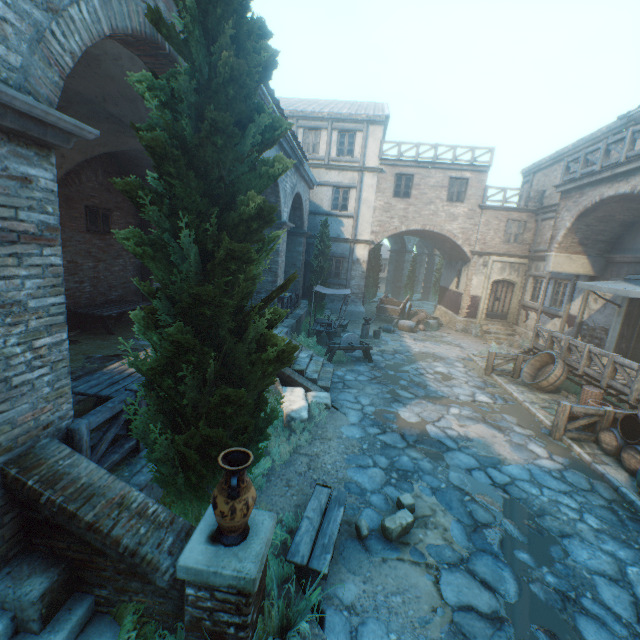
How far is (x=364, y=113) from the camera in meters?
17.7 m

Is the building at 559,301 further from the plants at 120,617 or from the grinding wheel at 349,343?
the grinding wheel at 349,343

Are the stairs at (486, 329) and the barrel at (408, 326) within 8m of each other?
yes

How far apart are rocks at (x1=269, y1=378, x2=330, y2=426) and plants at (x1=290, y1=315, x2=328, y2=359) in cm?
301

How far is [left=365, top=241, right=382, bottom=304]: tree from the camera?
26.2m

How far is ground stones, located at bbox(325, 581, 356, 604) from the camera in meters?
3.8

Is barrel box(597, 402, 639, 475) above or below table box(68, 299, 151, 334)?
below

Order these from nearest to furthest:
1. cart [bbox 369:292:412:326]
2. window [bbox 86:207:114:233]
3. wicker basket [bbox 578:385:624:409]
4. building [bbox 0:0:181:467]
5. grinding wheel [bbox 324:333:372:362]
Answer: building [bbox 0:0:181:467] → wicker basket [bbox 578:385:624:409] → window [bbox 86:207:114:233] → grinding wheel [bbox 324:333:372:362] → cart [bbox 369:292:412:326]
